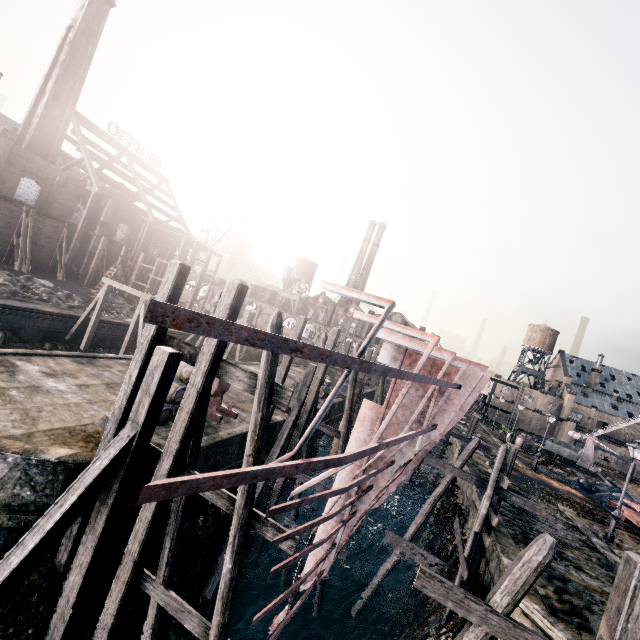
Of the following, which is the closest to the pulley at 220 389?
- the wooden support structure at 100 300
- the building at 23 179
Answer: the wooden support structure at 100 300

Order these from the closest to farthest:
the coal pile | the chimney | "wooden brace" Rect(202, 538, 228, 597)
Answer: "wooden brace" Rect(202, 538, 228, 597)
the coal pile
the chimney

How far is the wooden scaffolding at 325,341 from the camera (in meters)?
16.50

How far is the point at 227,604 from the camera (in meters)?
6.89

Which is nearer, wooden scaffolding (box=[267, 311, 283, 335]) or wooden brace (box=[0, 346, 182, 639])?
wooden brace (box=[0, 346, 182, 639])

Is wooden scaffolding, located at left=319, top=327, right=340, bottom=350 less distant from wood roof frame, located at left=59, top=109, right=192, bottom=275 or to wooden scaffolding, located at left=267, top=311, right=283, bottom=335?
wooden scaffolding, located at left=267, top=311, right=283, bottom=335

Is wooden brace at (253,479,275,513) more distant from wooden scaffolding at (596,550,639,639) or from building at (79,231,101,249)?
building at (79,231,101,249)

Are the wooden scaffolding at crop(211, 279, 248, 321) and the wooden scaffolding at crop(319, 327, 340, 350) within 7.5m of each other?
no
